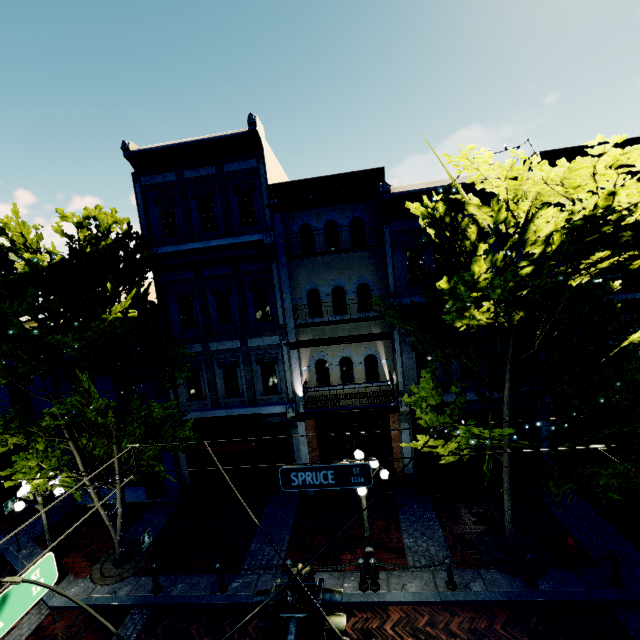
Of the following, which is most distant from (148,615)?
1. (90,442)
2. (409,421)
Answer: (409,421)

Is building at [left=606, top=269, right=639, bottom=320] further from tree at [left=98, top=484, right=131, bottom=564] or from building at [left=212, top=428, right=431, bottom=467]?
building at [left=212, top=428, right=431, bottom=467]

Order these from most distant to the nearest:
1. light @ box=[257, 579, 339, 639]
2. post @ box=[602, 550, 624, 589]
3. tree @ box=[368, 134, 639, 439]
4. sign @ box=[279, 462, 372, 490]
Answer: post @ box=[602, 550, 624, 589] → sign @ box=[279, 462, 372, 490] → tree @ box=[368, 134, 639, 439] → light @ box=[257, 579, 339, 639]

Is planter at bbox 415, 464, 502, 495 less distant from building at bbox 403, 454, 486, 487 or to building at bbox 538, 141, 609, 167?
building at bbox 403, 454, 486, 487

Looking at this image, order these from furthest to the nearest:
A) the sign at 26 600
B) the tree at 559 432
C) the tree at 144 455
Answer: the tree at 144 455, the tree at 559 432, the sign at 26 600

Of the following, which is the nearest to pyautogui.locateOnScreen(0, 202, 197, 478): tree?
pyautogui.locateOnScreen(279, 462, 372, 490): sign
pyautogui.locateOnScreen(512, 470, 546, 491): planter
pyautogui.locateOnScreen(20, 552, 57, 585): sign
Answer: pyautogui.locateOnScreen(279, 462, 372, 490): sign

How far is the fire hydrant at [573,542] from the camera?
8.3m

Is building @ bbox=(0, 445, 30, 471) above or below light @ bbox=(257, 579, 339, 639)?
below
